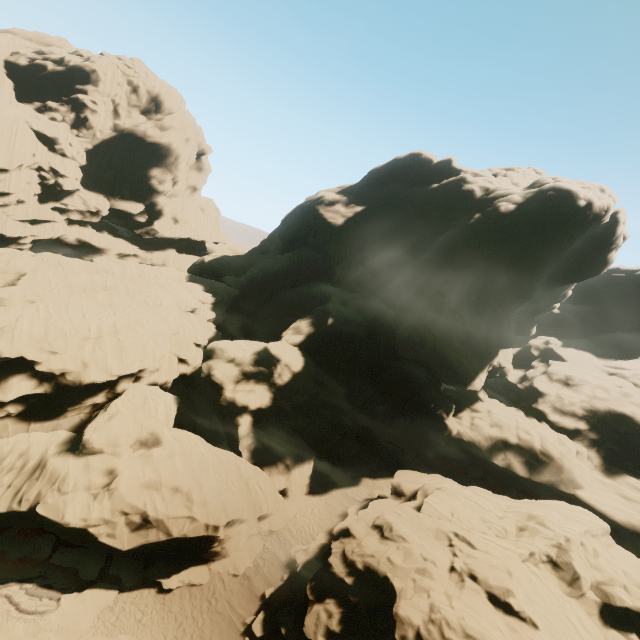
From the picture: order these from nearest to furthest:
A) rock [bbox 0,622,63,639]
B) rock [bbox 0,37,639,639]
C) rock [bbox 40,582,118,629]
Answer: rock [bbox 0,622,63,639] → rock [bbox 40,582,118,629] → rock [bbox 0,37,639,639]

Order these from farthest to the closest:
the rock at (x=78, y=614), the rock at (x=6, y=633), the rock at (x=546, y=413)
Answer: the rock at (x=546, y=413)
the rock at (x=78, y=614)
the rock at (x=6, y=633)

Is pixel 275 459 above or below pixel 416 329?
below

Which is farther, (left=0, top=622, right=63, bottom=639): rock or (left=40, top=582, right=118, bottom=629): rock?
(left=40, top=582, right=118, bottom=629): rock

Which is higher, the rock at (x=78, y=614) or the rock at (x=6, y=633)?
the rock at (x=6, y=633)

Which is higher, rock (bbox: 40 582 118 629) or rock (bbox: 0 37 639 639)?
rock (bbox: 0 37 639 639)
